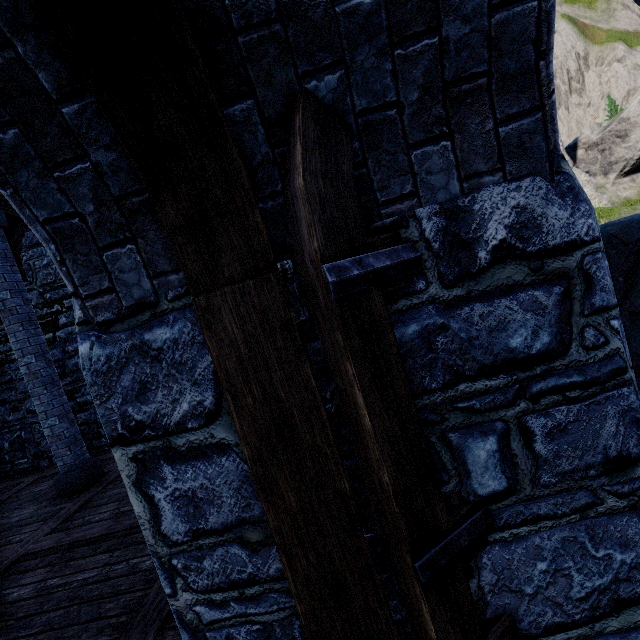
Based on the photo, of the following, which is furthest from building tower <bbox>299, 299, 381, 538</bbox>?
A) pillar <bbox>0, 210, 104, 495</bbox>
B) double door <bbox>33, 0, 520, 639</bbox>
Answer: pillar <bbox>0, 210, 104, 495</bbox>

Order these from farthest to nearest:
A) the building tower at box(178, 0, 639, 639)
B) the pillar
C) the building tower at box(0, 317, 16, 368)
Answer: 1. the building tower at box(0, 317, 16, 368)
2. the pillar
3. the building tower at box(178, 0, 639, 639)

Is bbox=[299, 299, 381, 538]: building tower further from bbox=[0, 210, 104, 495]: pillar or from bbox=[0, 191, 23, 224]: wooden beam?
bbox=[0, 210, 104, 495]: pillar

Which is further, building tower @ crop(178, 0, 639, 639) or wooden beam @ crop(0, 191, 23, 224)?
wooden beam @ crop(0, 191, 23, 224)

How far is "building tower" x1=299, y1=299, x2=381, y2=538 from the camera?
1.4 meters

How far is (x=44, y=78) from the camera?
1.1 meters

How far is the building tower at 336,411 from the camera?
1.4 meters

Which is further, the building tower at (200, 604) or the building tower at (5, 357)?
the building tower at (5, 357)
